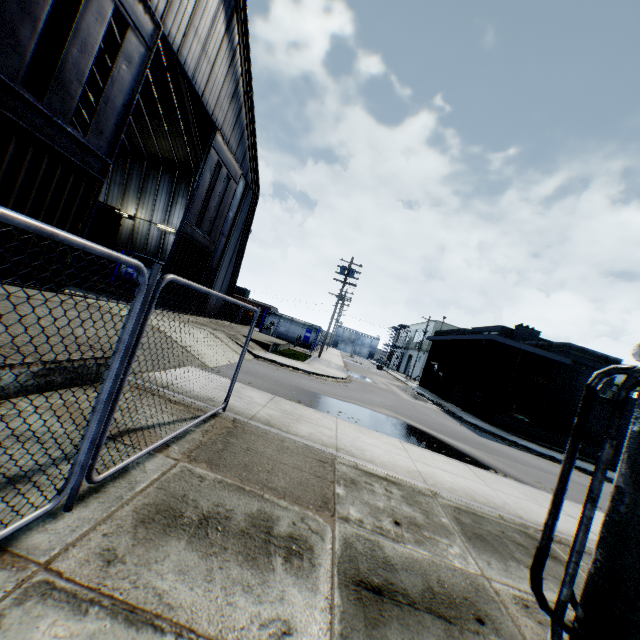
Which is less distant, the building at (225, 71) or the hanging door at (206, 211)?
the building at (225, 71)

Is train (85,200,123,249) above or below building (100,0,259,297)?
below

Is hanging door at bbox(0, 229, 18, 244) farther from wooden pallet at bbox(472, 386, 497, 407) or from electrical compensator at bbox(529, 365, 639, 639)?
wooden pallet at bbox(472, 386, 497, 407)

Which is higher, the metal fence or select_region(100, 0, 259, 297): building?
select_region(100, 0, 259, 297): building

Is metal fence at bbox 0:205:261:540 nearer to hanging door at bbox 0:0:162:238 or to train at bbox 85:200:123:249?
hanging door at bbox 0:0:162:238

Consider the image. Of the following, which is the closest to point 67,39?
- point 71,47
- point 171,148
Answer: point 71,47

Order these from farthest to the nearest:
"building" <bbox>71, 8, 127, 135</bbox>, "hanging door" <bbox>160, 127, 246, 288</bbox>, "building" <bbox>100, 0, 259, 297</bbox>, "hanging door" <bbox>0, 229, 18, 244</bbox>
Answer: "building" <bbox>71, 8, 127, 135</bbox>
"hanging door" <bbox>160, 127, 246, 288</bbox>
"building" <bbox>100, 0, 259, 297</bbox>
"hanging door" <bbox>0, 229, 18, 244</bbox>

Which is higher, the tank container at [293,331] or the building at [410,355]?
the building at [410,355]
